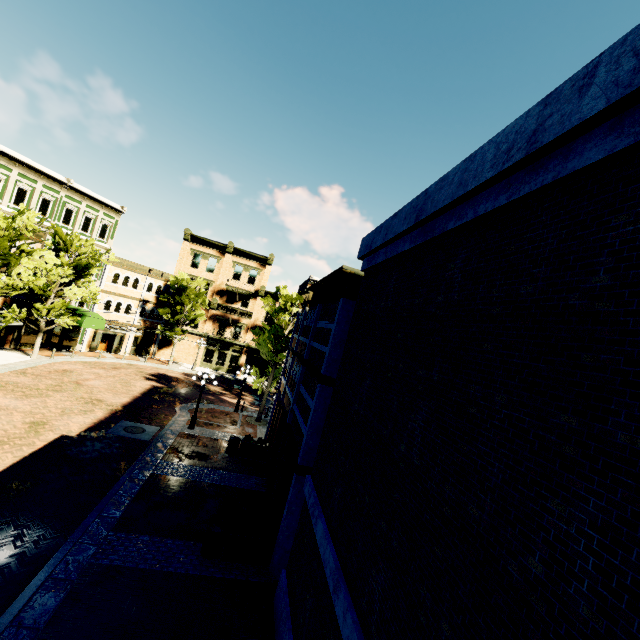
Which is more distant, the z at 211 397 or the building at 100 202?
the z at 211 397

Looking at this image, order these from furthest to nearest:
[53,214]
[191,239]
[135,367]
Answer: [191,239] → [135,367] → [53,214]

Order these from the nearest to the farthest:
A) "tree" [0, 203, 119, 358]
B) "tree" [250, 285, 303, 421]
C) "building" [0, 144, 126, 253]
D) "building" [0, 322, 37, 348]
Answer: "tree" [0, 203, 119, 358] < "tree" [250, 285, 303, 421] < "building" [0, 144, 126, 253] < "building" [0, 322, 37, 348]

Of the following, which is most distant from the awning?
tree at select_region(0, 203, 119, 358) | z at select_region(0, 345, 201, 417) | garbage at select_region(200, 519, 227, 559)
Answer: garbage at select_region(200, 519, 227, 559)

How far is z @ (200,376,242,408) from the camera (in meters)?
26.33

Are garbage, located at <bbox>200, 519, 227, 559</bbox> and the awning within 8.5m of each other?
no

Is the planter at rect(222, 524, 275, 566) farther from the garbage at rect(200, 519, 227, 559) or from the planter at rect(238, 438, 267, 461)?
the planter at rect(238, 438, 267, 461)

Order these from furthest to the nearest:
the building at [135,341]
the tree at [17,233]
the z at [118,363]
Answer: the building at [135,341], the z at [118,363], the tree at [17,233]
